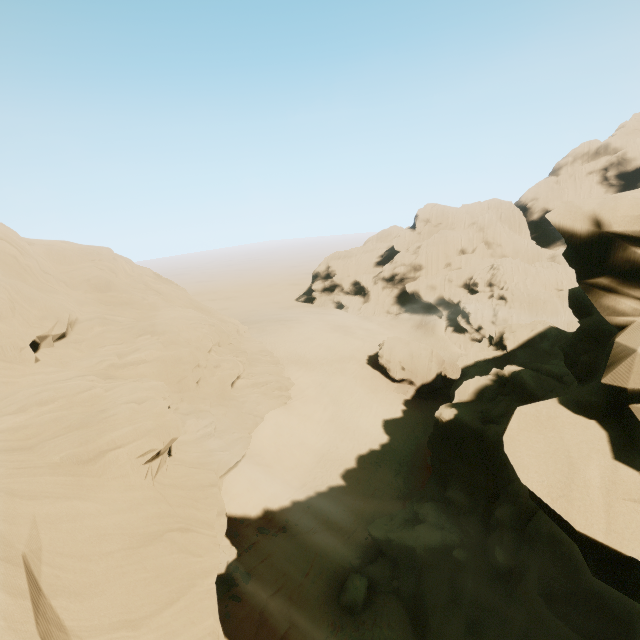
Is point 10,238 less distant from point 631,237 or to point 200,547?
point 200,547

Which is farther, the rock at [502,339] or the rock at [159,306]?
the rock at [159,306]

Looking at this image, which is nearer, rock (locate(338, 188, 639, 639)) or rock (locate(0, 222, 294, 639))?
rock (locate(338, 188, 639, 639))
